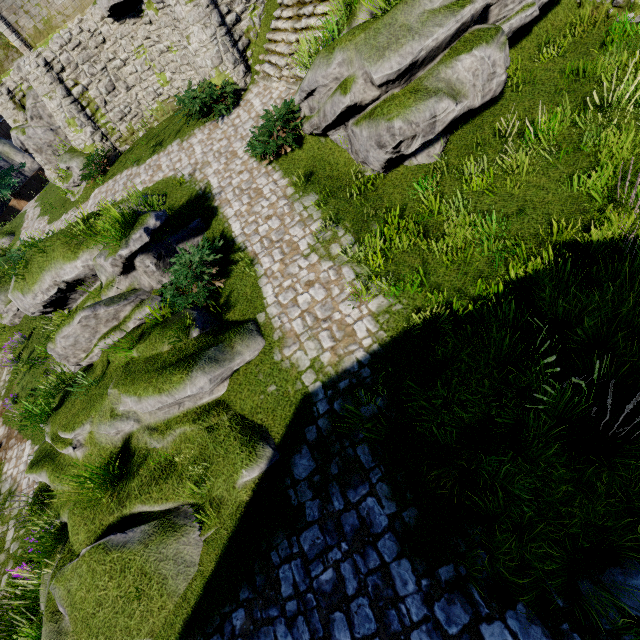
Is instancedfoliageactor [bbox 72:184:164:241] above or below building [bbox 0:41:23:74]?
below

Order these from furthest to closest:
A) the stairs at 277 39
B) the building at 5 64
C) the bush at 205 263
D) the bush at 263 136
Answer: the building at 5 64 < the stairs at 277 39 < the bush at 263 136 < the bush at 205 263

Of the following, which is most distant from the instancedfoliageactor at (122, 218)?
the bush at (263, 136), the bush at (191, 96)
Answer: the bush at (191, 96)

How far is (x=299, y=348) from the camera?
6.22m

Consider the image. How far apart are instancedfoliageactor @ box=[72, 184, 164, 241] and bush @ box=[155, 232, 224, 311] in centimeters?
123cm

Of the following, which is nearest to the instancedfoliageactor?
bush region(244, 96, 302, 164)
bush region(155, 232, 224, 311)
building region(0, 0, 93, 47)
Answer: bush region(155, 232, 224, 311)

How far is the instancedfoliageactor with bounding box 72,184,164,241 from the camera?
7.5m

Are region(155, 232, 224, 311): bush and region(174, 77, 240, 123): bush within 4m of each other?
no
